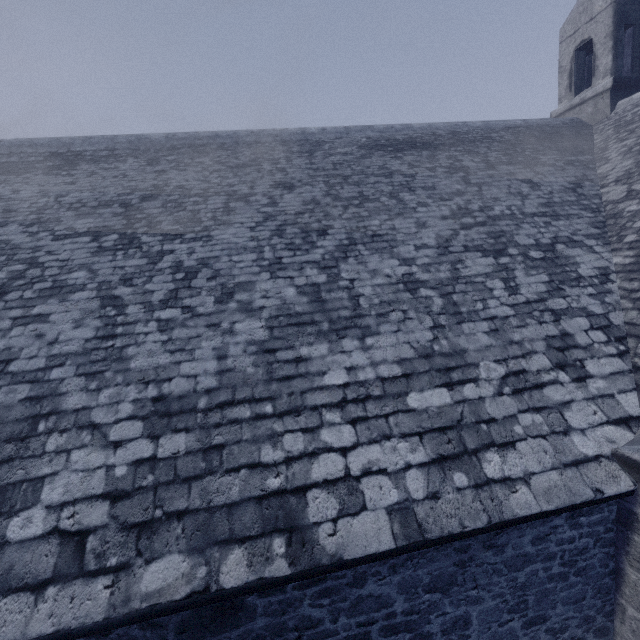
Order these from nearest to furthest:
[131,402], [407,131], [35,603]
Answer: [35,603] → [131,402] → [407,131]
